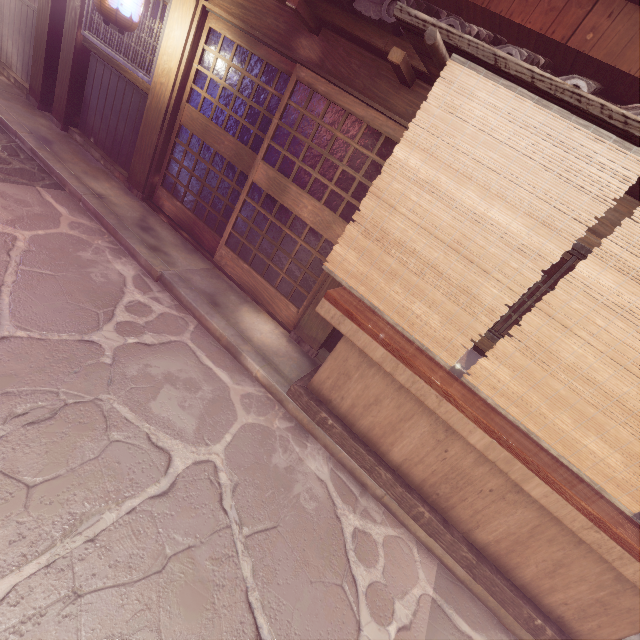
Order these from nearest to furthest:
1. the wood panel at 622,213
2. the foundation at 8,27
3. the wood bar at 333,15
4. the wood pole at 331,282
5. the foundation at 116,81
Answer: the wood panel at 622,213 < the wood bar at 333,15 < the wood pole at 331,282 < the foundation at 116,81 < the foundation at 8,27

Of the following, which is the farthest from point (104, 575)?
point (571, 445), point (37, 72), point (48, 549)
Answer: point (37, 72)

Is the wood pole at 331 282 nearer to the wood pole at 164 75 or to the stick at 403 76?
the stick at 403 76

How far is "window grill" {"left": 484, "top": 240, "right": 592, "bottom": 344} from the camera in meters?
5.2 m

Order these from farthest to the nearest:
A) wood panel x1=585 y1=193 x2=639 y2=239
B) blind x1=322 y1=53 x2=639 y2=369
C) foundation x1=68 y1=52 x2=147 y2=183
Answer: foundation x1=68 y1=52 x2=147 y2=183 < wood panel x1=585 y1=193 x2=639 y2=239 < blind x1=322 y1=53 x2=639 y2=369

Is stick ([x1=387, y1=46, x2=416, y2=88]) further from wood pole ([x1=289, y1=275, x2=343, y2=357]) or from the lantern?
the lantern

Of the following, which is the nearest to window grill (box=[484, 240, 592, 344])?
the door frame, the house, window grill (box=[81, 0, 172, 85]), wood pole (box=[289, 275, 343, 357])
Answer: wood pole (box=[289, 275, 343, 357])

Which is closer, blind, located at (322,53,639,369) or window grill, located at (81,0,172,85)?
blind, located at (322,53,639,369)
